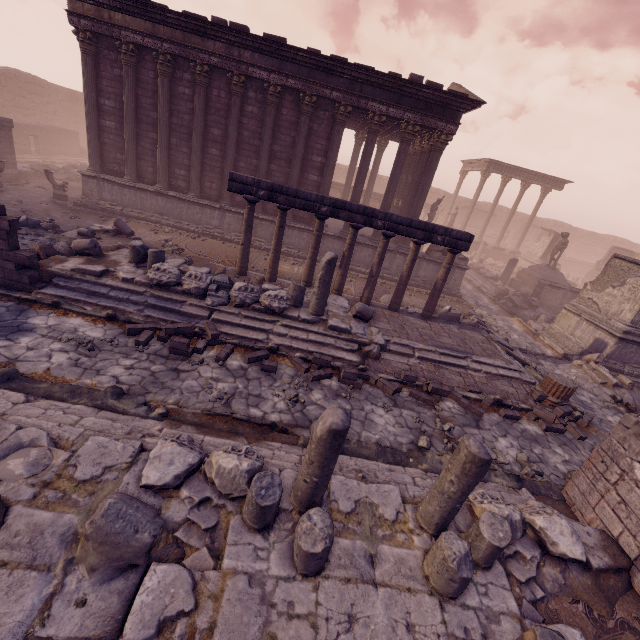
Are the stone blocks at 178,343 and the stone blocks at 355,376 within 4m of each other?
yes

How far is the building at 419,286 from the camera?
15.12m

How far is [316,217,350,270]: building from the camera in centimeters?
1472cm

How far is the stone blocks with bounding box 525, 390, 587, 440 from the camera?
7.60m

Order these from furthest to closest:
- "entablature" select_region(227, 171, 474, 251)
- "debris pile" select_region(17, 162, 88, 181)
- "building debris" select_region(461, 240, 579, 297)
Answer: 1. "building debris" select_region(461, 240, 579, 297)
2. "debris pile" select_region(17, 162, 88, 181)
3. "entablature" select_region(227, 171, 474, 251)

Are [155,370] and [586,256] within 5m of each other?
no

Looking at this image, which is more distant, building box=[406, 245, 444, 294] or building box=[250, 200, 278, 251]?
building box=[406, 245, 444, 294]

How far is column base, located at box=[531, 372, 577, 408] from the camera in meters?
8.2
